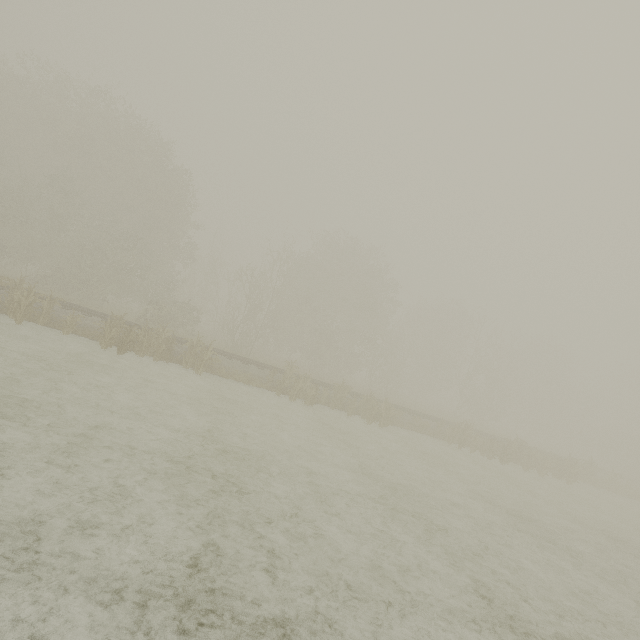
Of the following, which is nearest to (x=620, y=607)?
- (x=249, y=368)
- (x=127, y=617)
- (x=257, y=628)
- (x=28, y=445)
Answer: (x=257, y=628)
